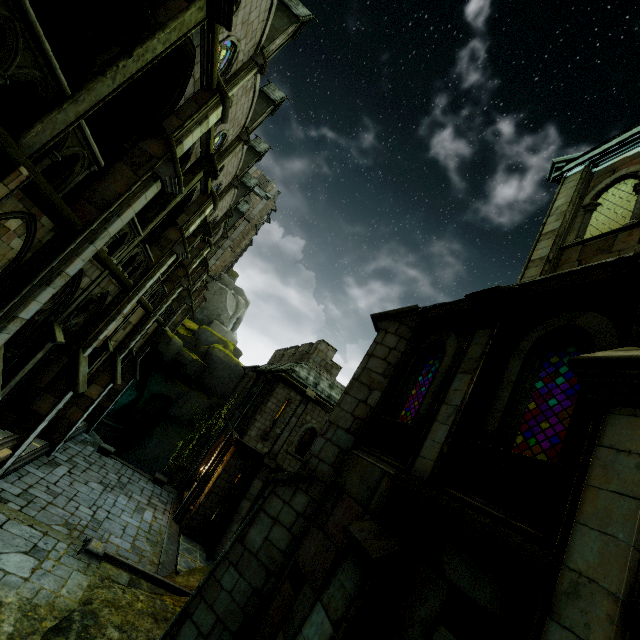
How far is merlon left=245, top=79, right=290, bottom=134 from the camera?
22.4 meters

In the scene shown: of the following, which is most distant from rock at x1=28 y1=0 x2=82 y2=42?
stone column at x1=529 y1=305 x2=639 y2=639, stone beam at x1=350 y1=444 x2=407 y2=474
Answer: stone beam at x1=350 y1=444 x2=407 y2=474

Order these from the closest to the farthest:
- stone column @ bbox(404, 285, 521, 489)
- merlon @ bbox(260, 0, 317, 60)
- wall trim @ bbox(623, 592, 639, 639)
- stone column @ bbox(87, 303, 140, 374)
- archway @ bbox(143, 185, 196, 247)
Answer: wall trim @ bbox(623, 592, 639, 639) < stone column @ bbox(404, 285, 521, 489) < archway @ bbox(143, 185, 196, 247) < stone column @ bbox(87, 303, 140, 374) < merlon @ bbox(260, 0, 317, 60)

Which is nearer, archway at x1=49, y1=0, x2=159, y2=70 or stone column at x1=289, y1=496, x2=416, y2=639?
stone column at x1=289, y1=496, x2=416, y2=639

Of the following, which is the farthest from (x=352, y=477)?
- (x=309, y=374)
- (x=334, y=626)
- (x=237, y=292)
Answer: (x=237, y=292)

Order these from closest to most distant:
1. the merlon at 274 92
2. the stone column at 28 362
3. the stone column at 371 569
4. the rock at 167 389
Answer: the stone column at 371 569 → the stone column at 28 362 → the merlon at 274 92 → the rock at 167 389

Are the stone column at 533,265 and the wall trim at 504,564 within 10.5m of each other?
yes

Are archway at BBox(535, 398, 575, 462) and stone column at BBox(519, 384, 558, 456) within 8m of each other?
yes
